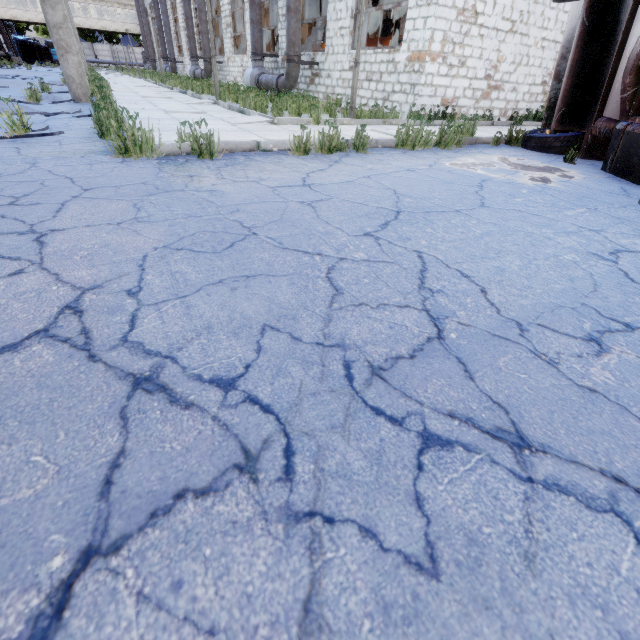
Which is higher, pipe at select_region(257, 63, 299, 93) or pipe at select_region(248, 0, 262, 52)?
pipe at select_region(248, 0, 262, 52)

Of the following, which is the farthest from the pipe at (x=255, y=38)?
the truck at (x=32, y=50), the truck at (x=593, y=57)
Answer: the truck at (x=32, y=50)

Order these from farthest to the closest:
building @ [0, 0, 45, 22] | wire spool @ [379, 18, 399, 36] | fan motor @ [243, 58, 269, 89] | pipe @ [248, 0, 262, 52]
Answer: building @ [0, 0, 45, 22]
wire spool @ [379, 18, 399, 36]
fan motor @ [243, 58, 269, 89]
pipe @ [248, 0, 262, 52]

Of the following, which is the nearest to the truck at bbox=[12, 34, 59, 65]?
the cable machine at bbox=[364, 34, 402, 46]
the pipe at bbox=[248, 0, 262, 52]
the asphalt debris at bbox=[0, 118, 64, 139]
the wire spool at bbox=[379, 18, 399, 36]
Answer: the wire spool at bbox=[379, 18, 399, 36]

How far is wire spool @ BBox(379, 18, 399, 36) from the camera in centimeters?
2345cm

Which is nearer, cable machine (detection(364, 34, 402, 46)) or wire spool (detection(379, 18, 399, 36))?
cable machine (detection(364, 34, 402, 46))

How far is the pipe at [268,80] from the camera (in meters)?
12.93

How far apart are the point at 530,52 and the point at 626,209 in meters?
11.1
